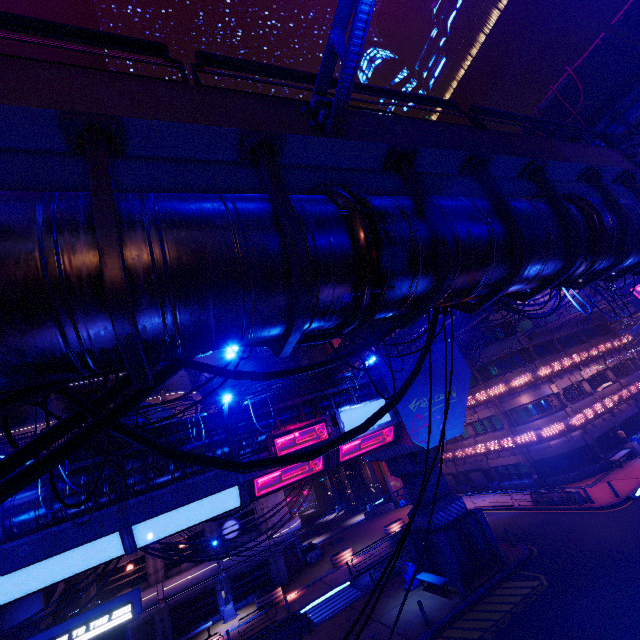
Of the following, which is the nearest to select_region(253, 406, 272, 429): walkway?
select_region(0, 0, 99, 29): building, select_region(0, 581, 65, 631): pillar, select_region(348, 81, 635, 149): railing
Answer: select_region(0, 581, 65, 631): pillar

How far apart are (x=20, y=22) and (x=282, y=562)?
39.09m

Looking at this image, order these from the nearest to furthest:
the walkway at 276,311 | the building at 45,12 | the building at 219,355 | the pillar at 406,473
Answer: the walkway at 276,311 → the pillar at 406,473 → the building at 45,12 → the building at 219,355

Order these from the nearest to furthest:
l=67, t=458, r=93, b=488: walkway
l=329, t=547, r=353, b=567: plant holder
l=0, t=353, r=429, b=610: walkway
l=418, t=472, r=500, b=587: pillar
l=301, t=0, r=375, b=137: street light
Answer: l=301, t=0, r=375, b=137: street light < l=0, t=353, r=429, b=610: walkway < l=67, t=458, r=93, b=488: walkway < l=418, t=472, r=500, b=587: pillar < l=329, t=547, r=353, b=567: plant holder

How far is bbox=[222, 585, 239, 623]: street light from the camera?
27.06m

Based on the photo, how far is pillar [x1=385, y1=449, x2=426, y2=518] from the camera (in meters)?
21.55

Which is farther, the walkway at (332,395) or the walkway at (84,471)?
the walkway at (332,395)

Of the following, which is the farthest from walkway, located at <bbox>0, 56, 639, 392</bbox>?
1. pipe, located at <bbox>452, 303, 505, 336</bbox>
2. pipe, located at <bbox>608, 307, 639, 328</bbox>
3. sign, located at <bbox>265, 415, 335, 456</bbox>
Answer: pipe, located at <bbox>608, 307, 639, 328</bbox>
